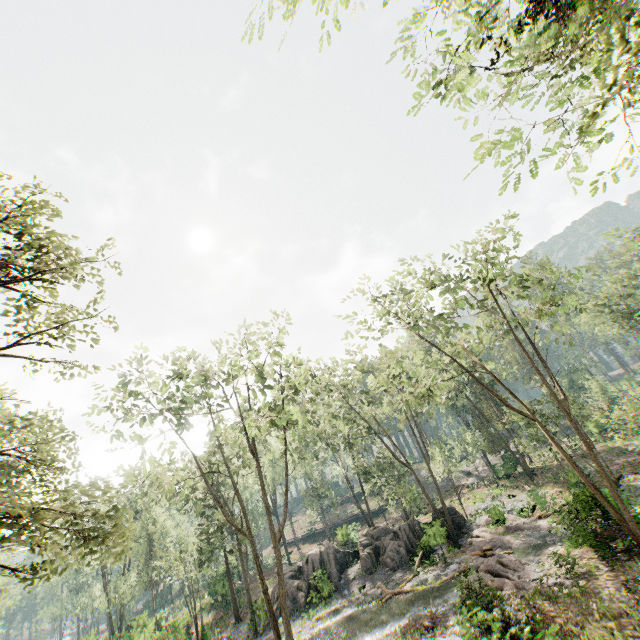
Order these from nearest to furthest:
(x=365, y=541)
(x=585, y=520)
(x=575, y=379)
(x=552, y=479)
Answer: (x=585, y=520)
(x=365, y=541)
(x=552, y=479)
(x=575, y=379)

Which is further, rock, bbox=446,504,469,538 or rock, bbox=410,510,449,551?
rock, bbox=446,504,469,538

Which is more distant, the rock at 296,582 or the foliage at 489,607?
the rock at 296,582

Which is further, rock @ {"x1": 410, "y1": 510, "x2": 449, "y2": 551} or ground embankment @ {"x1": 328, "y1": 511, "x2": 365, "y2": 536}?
ground embankment @ {"x1": 328, "y1": 511, "x2": 365, "y2": 536}

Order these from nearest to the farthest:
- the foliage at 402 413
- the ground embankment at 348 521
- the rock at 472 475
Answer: the foliage at 402 413 → the ground embankment at 348 521 → the rock at 472 475

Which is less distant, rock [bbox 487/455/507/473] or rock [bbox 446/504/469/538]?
rock [bbox 446/504/469/538]

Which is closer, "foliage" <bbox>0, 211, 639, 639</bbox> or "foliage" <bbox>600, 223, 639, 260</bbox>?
"foliage" <bbox>0, 211, 639, 639</bbox>

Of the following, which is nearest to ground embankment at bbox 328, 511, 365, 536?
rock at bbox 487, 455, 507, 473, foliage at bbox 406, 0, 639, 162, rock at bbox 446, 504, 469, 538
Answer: foliage at bbox 406, 0, 639, 162
